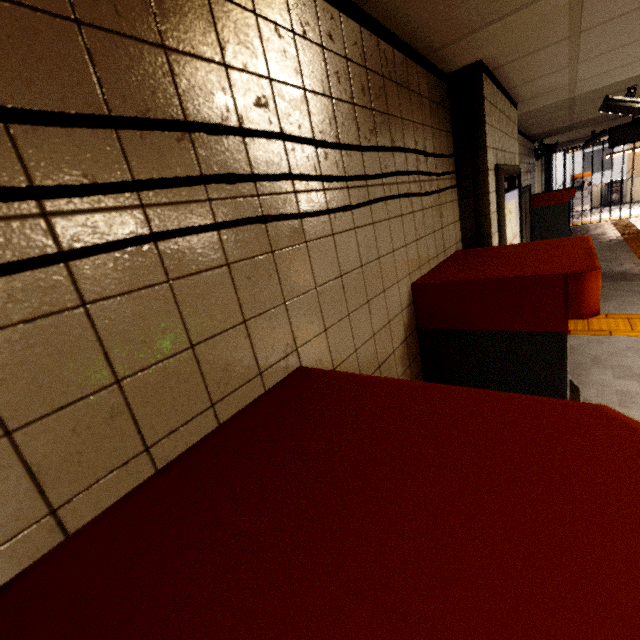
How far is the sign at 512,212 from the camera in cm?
236

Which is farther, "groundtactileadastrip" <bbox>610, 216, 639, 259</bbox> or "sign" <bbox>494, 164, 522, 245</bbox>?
"groundtactileadastrip" <bbox>610, 216, 639, 259</bbox>

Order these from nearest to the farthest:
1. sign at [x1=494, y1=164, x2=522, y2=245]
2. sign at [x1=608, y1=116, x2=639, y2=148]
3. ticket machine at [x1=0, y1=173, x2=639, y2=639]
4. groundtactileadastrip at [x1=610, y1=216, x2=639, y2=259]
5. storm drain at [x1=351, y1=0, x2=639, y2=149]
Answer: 1. ticket machine at [x1=0, y1=173, x2=639, y2=639]
2. storm drain at [x1=351, y1=0, x2=639, y2=149]
3. sign at [x1=494, y1=164, x2=522, y2=245]
4. sign at [x1=608, y1=116, x2=639, y2=148]
5. groundtactileadastrip at [x1=610, y1=216, x2=639, y2=259]

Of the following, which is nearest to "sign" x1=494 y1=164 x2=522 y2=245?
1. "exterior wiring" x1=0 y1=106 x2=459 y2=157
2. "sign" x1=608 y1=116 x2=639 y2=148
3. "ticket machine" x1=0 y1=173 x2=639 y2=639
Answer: "exterior wiring" x1=0 y1=106 x2=459 y2=157

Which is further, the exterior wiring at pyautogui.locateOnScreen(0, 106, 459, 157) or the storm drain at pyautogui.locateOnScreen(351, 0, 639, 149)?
the storm drain at pyautogui.locateOnScreen(351, 0, 639, 149)

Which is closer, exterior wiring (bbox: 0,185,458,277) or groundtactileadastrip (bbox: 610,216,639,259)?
exterior wiring (bbox: 0,185,458,277)

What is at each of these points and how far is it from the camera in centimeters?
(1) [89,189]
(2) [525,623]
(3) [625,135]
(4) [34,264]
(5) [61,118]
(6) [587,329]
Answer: (1) exterior wiring, 50cm
(2) ticket machine, 29cm
(3) sign, 634cm
(4) exterior wiring, 46cm
(5) exterior wiring, 47cm
(6) groundtactileadastrip, 467cm

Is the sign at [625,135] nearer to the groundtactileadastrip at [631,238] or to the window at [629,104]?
the groundtactileadastrip at [631,238]
